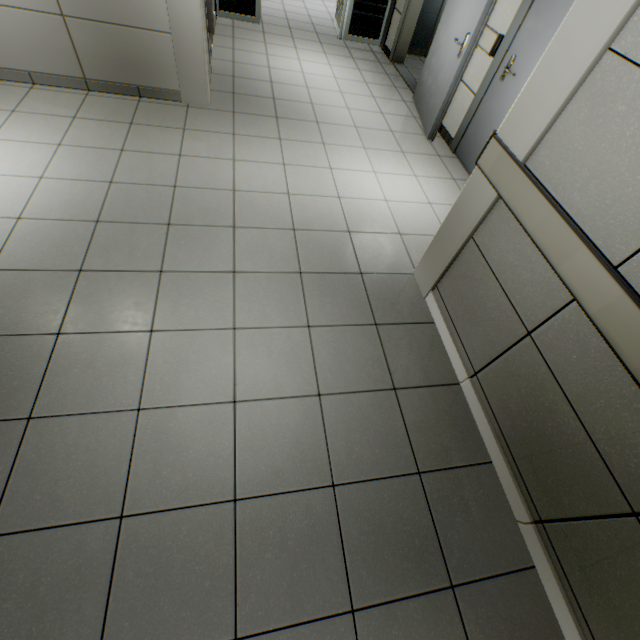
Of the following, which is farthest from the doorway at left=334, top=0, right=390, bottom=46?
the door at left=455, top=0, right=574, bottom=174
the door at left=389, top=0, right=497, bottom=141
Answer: the door at left=455, top=0, right=574, bottom=174

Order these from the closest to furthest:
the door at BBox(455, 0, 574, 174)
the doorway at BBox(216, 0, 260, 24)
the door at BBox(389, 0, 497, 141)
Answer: the door at BBox(455, 0, 574, 174) < the door at BBox(389, 0, 497, 141) < the doorway at BBox(216, 0, 260, 24)

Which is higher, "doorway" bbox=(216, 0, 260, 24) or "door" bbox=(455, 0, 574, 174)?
"door" bbox=(455, 0, 574, 174)

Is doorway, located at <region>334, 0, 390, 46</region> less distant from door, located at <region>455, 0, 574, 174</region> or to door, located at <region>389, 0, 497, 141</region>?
door, located at <region>389, 0, 497, 141</region>

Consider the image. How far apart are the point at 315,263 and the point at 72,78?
3.37m

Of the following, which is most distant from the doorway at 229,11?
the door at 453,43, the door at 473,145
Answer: the door at 473,145

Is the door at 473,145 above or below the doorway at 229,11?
above
